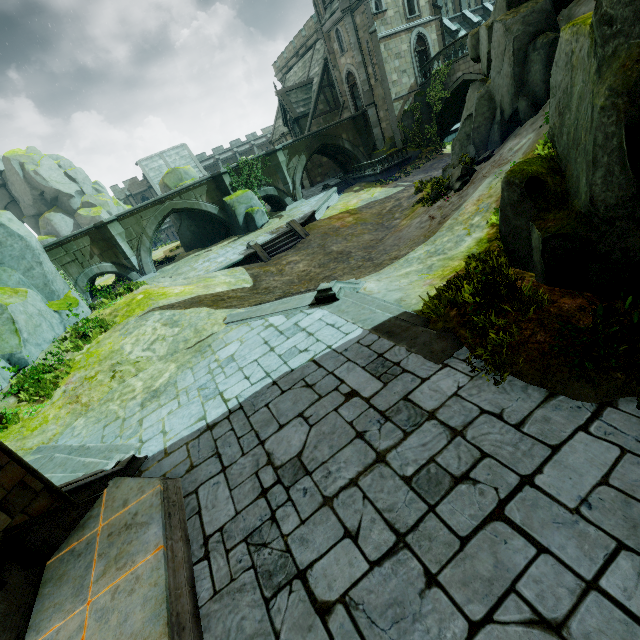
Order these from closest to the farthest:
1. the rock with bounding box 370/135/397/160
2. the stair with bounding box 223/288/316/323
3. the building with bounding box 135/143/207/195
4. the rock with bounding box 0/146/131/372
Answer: the stair with bounding box 223/288/316/323, the rock with bounding box 0/146/131/372, the rock with bounding box 370/135/397/160, the building with bounding box 135/143/207/195

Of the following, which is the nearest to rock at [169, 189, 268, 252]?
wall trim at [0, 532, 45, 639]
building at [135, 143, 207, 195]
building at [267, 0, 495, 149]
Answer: building at [267, 0, 495, 149]

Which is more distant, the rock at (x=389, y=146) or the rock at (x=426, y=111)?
the rock at (x=389, y=146)

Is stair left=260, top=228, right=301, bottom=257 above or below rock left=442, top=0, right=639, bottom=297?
below

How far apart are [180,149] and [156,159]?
4.3 meters

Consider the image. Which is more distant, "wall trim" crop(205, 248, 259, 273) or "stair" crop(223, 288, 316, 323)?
"wall trim" crop(205, 248, 259, 273)

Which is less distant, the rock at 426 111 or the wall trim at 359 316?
the wall trim at 359 316

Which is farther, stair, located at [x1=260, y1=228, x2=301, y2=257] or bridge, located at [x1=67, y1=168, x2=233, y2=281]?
bridge, located at [x1=67, y1=168, x2=233, y2=281]
